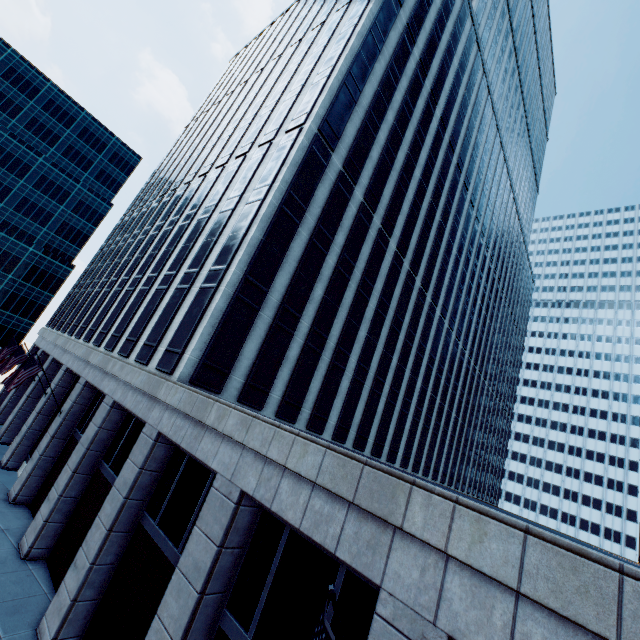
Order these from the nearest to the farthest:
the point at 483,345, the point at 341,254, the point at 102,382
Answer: the point at 102,382
the point at 341,254
the point at 483,345

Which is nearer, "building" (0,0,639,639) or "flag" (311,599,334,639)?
"flag" (311,599,334,639)

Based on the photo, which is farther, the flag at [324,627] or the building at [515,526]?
the building at [515,526]
